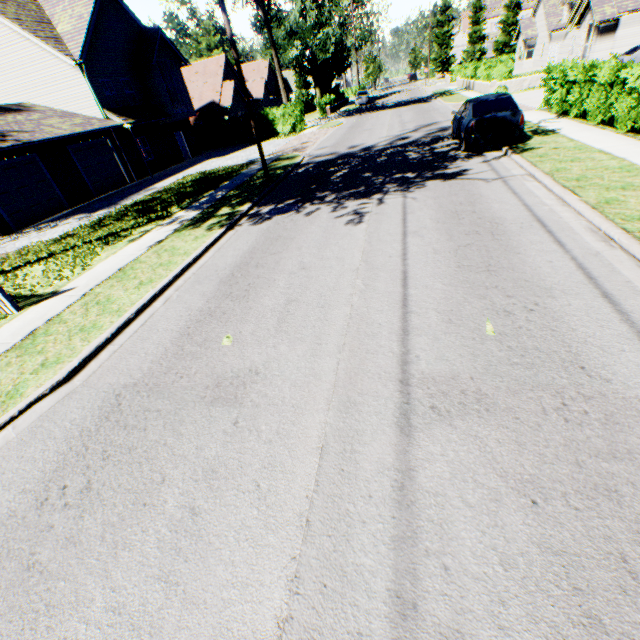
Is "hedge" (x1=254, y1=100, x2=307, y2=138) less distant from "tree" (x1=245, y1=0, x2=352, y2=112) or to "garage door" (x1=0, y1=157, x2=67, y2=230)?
"tree" (x1=245, y1=0, x2=352, y2=112)

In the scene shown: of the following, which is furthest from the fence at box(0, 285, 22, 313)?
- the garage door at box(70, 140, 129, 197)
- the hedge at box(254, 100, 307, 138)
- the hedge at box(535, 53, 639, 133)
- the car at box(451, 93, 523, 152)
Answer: the hedge at box(535, 53, 639, 133)

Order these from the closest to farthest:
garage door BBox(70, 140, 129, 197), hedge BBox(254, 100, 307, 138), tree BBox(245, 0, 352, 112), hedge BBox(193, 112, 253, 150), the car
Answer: the car, garage door BBox(70, 140, 129, 197), tree BBox(245, 0, 352, 112), hedge BBox(254, 100, 307, 138), hedge BBox(193, 112, 253, 150)

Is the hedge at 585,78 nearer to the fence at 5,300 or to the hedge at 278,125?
the fence at 5,300

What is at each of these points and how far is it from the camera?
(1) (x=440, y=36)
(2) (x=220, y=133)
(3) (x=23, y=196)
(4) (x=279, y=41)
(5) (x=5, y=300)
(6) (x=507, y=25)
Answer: (1) tree, 59.7m
(2) hedge, 32.1m
(3) garage door, 16.5m
(4) tree, 42.3m
(5) fence, 7.4m
(6) tree, 57.8m

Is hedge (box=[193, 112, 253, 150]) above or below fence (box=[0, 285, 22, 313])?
above

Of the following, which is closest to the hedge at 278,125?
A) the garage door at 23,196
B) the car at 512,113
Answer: the garage door at 23,196

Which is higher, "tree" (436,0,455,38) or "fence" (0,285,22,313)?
"tree" (436,0,455,38)
